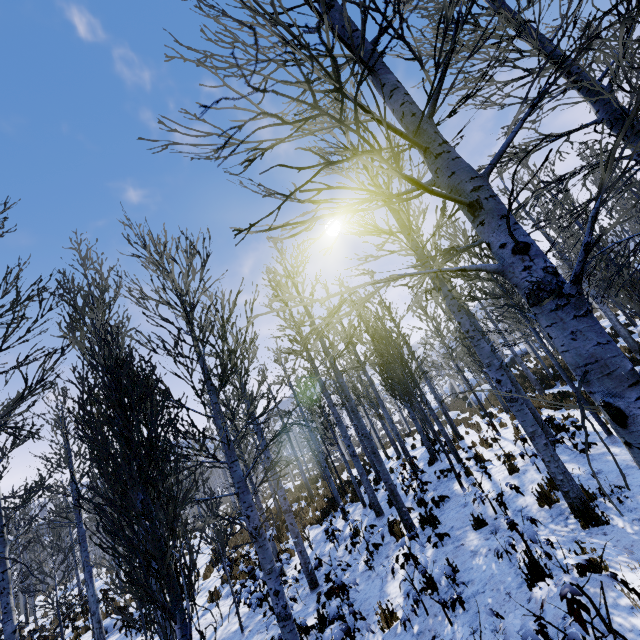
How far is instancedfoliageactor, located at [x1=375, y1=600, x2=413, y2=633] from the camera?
4.9 meters

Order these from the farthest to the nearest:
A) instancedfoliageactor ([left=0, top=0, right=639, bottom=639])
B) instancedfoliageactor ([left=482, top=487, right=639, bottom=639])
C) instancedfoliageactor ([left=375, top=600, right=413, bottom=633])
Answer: instancedfoliageactor ([left=375, top=600, right=413, bottom=633]) → instancedfoliageactor ([left=482, top=487, right=639, bottom=639]) → instancedfoliageactor ([left=0, top=0, right=639, bottom=639])

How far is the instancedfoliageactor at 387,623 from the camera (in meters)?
4.85

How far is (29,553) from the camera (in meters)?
40.97

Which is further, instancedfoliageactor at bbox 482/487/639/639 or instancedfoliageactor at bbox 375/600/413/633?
instancedfoliageactor at bbox 375/600/413/633

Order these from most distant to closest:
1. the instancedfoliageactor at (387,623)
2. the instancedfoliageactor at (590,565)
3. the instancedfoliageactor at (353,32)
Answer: the instancedfoliageactor at (387,623) → the instancedfoliageactor at (590,565) → the instancedfoliageactor at (353,32)

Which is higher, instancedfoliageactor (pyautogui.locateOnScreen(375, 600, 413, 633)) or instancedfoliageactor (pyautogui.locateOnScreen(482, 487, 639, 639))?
instancedfoliageactor (pyautogui.locateOnScreen(482, 487, 639, 639))
